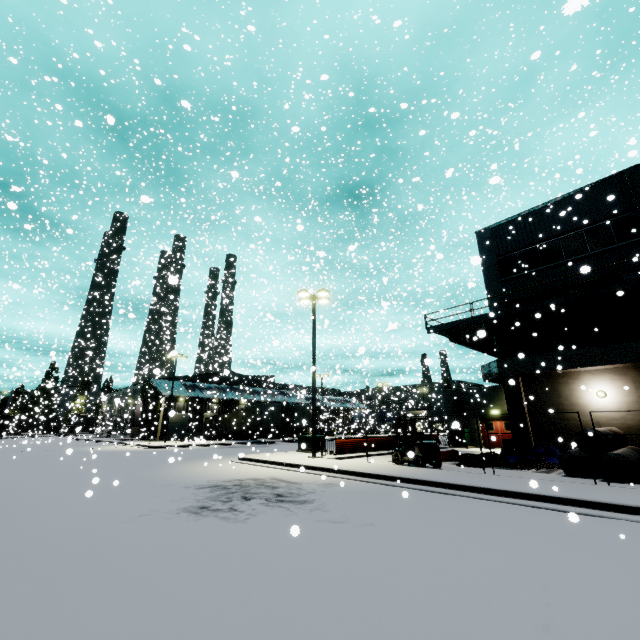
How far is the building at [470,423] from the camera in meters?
15.3

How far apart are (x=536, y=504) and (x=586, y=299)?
12.8 meters

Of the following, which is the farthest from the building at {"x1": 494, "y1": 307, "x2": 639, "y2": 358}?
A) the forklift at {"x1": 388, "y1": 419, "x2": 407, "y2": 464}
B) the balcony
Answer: the forklift at {"x1": 388, "y1": 419, "x2": 407, "y2": 464}

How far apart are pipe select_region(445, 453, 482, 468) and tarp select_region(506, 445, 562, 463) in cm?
7

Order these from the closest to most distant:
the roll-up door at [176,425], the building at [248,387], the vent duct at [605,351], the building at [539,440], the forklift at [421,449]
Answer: the forklift at [421,449]
the vent duct at [605,351]
the building at [539,440]
the building at [248,387]
the roll-up door at [176,425]

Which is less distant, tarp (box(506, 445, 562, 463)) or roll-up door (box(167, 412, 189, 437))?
tarp (box(506, 445, 562, 463))

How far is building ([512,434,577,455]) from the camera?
16.9m

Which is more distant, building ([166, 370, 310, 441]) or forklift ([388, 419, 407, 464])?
building ([166, 370, 310, 441])
